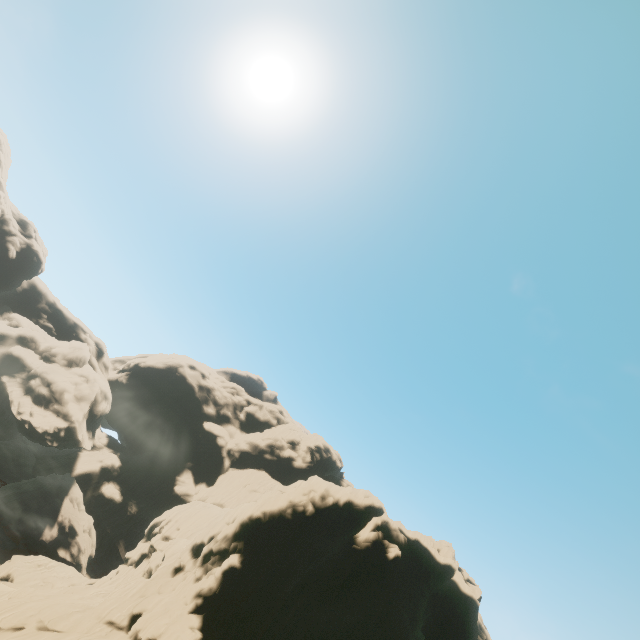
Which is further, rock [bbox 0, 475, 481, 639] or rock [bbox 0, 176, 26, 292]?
rock [bbox 0, 176, 26, 292]

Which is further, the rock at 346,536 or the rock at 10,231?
the rock at 10,231

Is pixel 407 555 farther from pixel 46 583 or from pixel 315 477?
pixel 46 583
